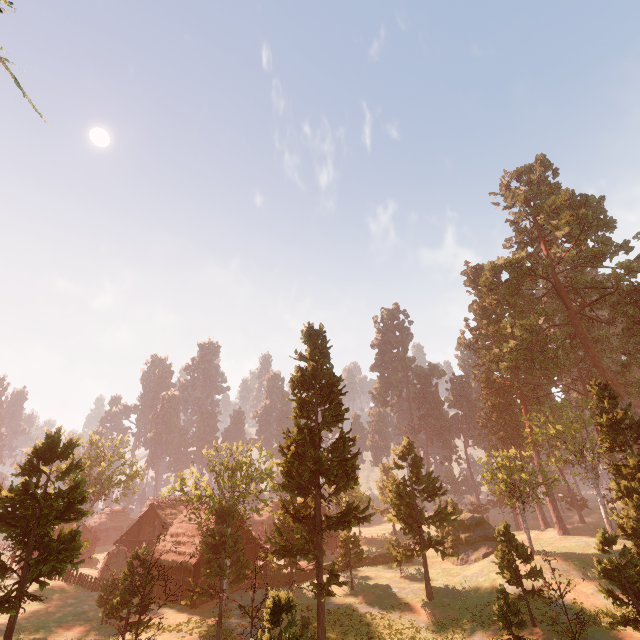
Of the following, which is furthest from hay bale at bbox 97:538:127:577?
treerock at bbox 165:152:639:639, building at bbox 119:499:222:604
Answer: treerock at bbox 165:152:639:639

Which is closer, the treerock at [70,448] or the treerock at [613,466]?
the treerock at [70,448]

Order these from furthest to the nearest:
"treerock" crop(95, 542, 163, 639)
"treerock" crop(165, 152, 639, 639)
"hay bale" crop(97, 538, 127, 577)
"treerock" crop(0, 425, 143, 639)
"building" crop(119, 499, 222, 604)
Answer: "hay bale" crop(97, 538, 127, 577)
"building" crop(119, 499, 222, 604)
"treerock" crop(165, 152, 639, 639)
"treerock" crop(95, 542, 163, 639)
"treerock" crop(0, 425, 143, 639)

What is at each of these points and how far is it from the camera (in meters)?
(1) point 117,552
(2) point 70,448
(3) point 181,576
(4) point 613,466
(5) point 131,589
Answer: (1) hay bale, 40.84
(2) treerock, 19.14
(3) building, 31.34
(4) treerock, 25.75
(5) treerock, 18.20

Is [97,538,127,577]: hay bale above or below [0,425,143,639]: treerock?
below

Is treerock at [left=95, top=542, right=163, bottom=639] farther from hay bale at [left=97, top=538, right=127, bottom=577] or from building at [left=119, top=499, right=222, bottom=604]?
hay bale at [left=97, top=538, right=127, bottom=577]

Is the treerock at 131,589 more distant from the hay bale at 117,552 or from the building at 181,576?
the hay bale at 117,552
